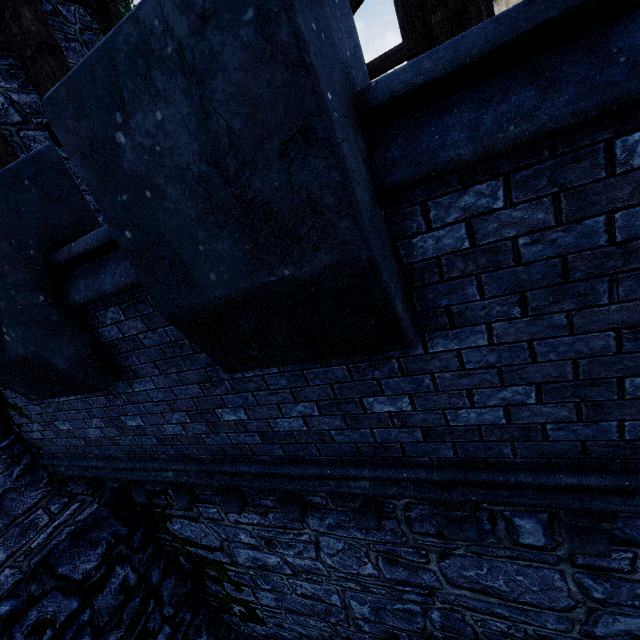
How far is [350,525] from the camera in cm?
404

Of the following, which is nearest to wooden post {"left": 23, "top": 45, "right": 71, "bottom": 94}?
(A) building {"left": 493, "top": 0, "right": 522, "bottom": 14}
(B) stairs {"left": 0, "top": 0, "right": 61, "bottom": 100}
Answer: (B) stairs {"left": 0, "top": 0, "right": 61, "bottom": 100}

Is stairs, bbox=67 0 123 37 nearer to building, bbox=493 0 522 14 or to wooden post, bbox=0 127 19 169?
wooden post, bbox=0 127 19 169

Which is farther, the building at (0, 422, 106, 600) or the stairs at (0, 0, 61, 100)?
the building at (0, 422, 106, 600)

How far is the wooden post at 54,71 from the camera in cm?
400

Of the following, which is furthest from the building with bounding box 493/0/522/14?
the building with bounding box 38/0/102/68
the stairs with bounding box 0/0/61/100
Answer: the building with bounding box 38/0/102/68

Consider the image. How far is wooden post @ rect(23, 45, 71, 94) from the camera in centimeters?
400cm

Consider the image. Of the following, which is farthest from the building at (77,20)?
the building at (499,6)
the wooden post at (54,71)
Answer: the building at (499,6)
